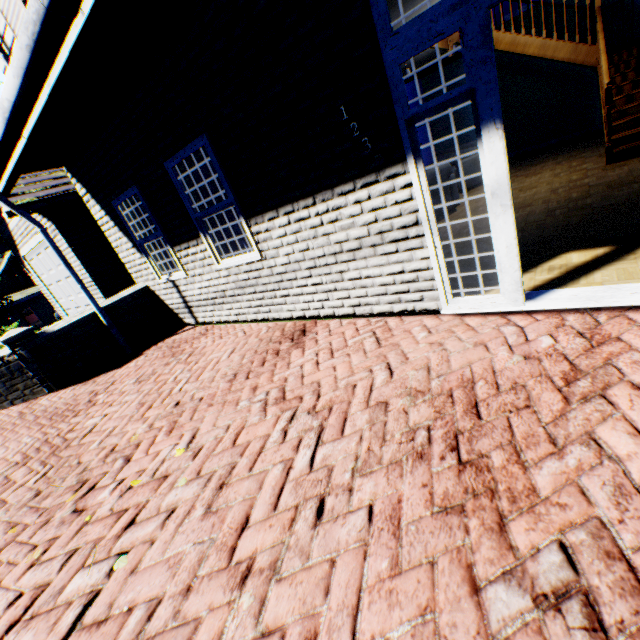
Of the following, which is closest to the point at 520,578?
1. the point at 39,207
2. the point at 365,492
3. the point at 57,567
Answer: the point at 365,492

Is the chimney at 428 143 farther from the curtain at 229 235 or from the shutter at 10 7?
the shutter at 10 7

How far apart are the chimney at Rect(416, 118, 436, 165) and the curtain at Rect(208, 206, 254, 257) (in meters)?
8.94

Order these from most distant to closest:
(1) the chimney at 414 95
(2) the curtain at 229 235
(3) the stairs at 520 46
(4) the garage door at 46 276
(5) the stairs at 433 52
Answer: (1) the chimney at 414 95 → (4) the garage door at 46 276 → (5) the stairs at 433 52 → (3) the stairs at 520 46 → (2) the curtain at 229 235

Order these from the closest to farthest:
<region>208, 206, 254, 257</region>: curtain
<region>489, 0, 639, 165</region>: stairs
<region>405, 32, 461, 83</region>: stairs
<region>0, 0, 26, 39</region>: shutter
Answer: <region>0, 0, 26, 39</region>: shutter < <region>208, 206, 254, 257</region>: curtain < <region>489, 0, 639, 165</region>: stairs < <region>405, 32, 461, 83</region>: stairs

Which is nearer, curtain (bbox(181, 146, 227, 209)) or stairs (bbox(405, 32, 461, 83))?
curtain (bbox(181, 146, 227, 209))

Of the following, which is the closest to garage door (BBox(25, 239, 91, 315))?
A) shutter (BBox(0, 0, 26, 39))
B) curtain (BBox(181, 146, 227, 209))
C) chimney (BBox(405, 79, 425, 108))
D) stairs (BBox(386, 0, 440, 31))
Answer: stairs (BBox(386, 0, 440, 31))
